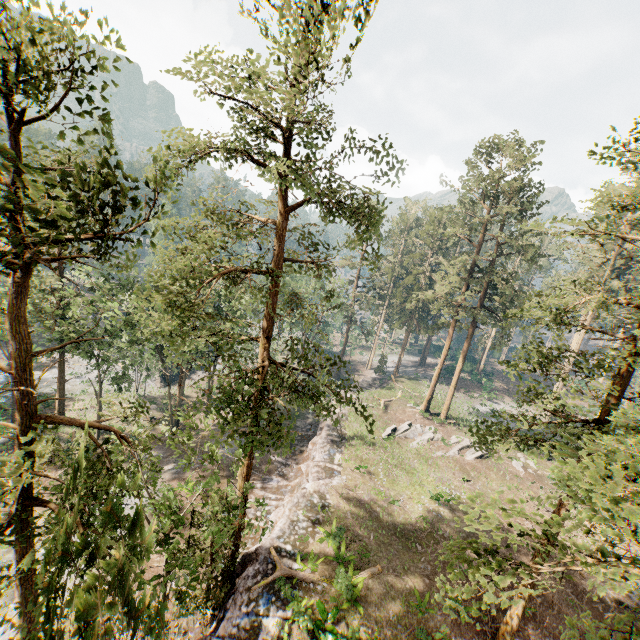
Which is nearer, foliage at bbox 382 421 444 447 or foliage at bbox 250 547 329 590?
foliage at bbox 250 547 329 590

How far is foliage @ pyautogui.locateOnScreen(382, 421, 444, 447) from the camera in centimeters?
3308cm

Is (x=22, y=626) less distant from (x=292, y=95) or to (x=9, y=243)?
(x=9, y=243)

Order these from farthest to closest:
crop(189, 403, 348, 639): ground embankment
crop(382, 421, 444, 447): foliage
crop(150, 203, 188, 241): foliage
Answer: crop(382, 421, 444, 447): foliage, crop(189, 403, 348, 639): ground embankment, crop(150, 203, 188, 241): foliage

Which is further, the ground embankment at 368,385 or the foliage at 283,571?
the ground embankment at 368,385

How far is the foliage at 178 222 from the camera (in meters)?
8.82
